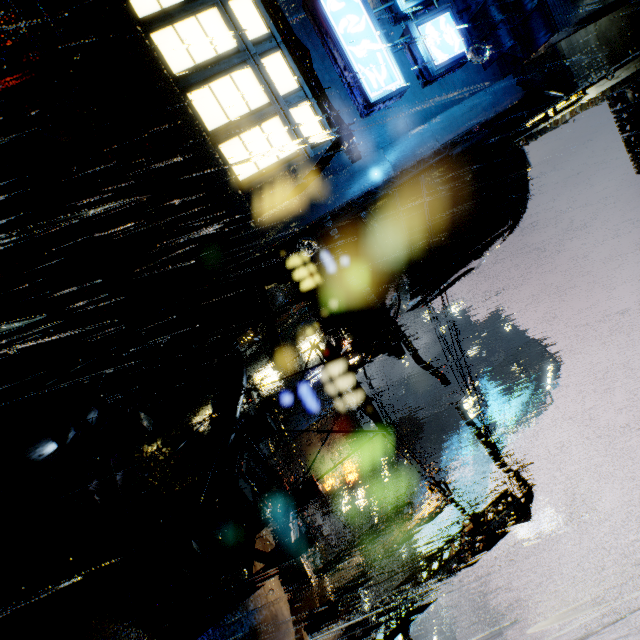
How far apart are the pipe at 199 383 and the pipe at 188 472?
8.5 meters

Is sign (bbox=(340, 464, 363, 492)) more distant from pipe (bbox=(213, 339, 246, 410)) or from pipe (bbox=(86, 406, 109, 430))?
pipe (bbox=(86, 406, 109, 430))

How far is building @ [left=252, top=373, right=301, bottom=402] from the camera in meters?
31.2

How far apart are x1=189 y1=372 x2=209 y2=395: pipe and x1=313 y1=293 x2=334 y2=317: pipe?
11.0m

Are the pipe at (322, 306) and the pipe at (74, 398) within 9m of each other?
yes

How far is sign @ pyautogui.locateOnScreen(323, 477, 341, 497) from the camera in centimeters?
3928cm

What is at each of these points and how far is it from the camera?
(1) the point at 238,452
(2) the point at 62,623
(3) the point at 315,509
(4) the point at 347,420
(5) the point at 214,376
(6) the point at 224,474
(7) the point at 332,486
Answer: (1) bridge, 13.4m
(2) building, 5.0m
(3) building, 46.3m
(4) building, 41.8m
(5) bridge, 20.8m
(6) bridge, 12.6m
(7) sign, 39.5m
